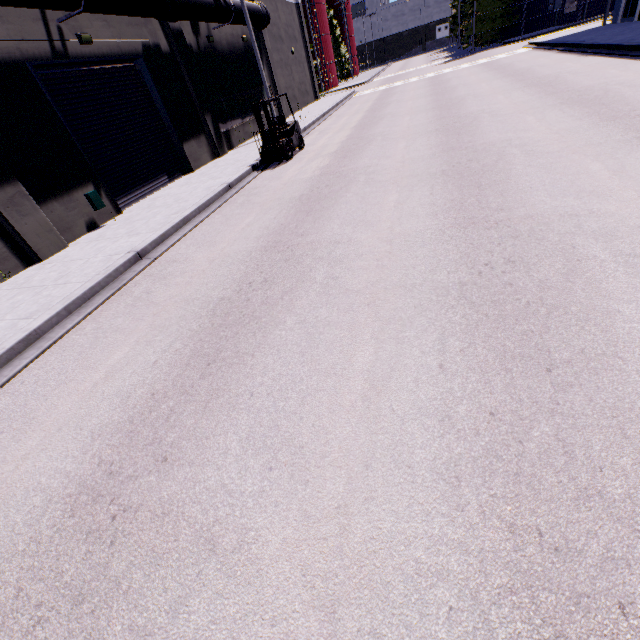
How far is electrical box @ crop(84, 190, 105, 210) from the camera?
10.23m

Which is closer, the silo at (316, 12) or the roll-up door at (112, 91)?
the roll-up door at (112, 91)

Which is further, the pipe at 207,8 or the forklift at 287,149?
the forklift at 287,149

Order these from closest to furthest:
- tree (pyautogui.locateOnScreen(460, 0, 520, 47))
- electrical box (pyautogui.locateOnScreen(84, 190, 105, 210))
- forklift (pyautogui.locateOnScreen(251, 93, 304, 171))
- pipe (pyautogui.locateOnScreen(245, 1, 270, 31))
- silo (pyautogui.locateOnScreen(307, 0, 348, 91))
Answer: electrical box (pyautogui.locateOnScreen(84, 190, 105, 210))
forklift (pyautogui.locateOnScreen(251, 93, 304, 171))
pipe (pyautogui.locateOnScreen(245, 1, 270, 31))
tree (pyautogui.locateOnScreen(460, 0, 520, 47))
silo (pyautogui.locateOnScreen(307, 0, 348, 91))

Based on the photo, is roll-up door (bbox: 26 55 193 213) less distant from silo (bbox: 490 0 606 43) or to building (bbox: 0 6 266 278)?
building (bbox: 0 6 266 278)

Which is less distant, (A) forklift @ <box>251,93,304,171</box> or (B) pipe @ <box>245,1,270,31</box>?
(A) forklift @ <box>251,93,304,171</box>

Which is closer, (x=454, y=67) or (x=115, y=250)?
(x=115, y=250)
